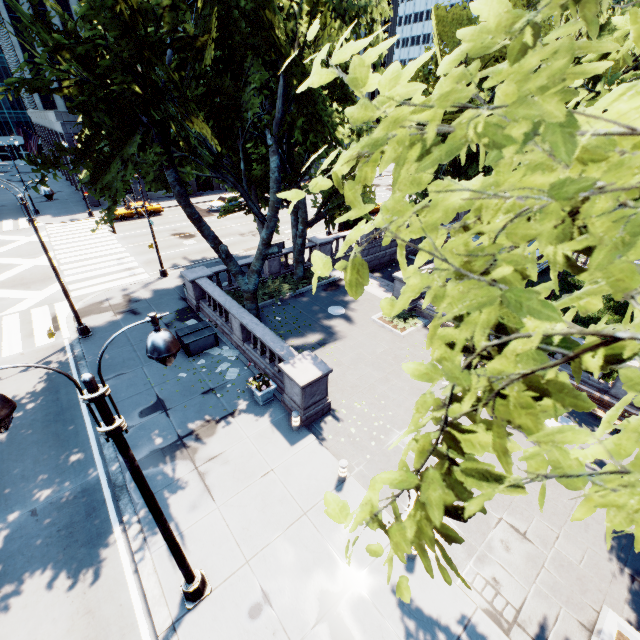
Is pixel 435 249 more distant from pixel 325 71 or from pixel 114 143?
pixel 114 143

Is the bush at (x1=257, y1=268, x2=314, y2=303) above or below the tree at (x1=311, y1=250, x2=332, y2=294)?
below

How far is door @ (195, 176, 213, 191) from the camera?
46.27m

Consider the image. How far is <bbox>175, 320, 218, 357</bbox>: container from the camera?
15.0m

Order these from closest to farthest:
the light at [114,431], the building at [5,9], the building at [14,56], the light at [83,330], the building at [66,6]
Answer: the light at [114,431], the light at [83,330], the building at [5,9], the building at [14,56], the building at [66,6]

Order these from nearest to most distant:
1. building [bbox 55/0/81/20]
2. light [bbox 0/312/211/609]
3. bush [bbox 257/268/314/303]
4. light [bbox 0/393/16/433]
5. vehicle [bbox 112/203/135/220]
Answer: light [bbox 0/393/16/433] → light [bbox 0/312/211/609] → bush [bbox 257/268/314/303] → vehicle [bbox 112/203/135/220] → building [bbox 55/0/81/20]

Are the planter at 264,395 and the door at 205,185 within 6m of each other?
no

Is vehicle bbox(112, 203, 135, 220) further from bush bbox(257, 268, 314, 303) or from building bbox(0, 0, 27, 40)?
bush bbox(257, 268, 314, 303)
